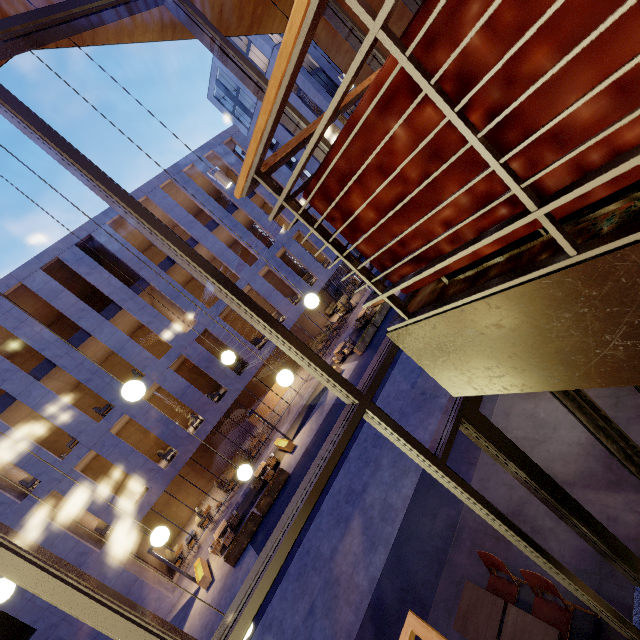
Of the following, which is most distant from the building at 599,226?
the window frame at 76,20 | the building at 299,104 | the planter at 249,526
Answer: the building at 299,104

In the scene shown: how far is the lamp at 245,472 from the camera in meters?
4.0

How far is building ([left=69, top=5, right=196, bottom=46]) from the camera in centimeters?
563cm

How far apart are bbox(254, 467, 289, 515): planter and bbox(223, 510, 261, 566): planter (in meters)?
0.08

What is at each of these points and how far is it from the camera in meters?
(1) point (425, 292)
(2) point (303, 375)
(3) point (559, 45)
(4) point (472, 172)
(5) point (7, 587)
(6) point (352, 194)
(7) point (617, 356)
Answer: (1) building, 1.8 m
(2) building, 24.6 m
(3) couch, 0.8 m
(4) couch, 1.1 m
(5) lamp, 2.9 m
(6) couch, 1.4 m
(7) building, 1.2 m

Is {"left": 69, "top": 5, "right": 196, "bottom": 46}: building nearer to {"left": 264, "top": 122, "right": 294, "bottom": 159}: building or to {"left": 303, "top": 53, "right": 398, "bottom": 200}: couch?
{"left": 303, "top": 53, "right": 398, "bottom": 200}: couch

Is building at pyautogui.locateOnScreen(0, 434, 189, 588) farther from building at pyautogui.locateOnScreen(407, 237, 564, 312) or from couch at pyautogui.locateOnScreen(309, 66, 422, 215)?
couch at pyautogui.locateOnScreen(309, 66, 422, 215)

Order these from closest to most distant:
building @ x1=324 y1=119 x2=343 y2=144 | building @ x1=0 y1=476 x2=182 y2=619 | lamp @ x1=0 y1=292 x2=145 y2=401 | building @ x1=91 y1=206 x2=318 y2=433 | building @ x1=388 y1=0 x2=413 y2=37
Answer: lamp @ x1=0 y1=292 x2=145 y2=401 < building @ x1=388 y1=0 x2=413 y2=37 < building @ x1=0 y1=476 x2=182 y2=619 < building @ x1=91 y1=206 x2=318 y2=433 < building @ x1=324 y1=119 x2=343 y2=144
